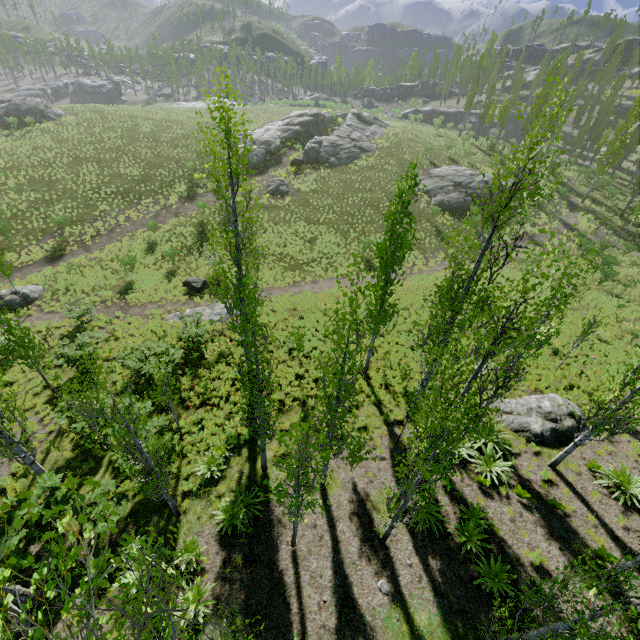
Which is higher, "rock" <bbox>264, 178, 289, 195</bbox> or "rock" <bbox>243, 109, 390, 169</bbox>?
"rock" <bbox>243, 109, 390, 169</bbox>

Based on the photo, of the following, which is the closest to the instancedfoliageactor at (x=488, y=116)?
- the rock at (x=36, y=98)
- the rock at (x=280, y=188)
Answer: the rock at (x=36, y=98)

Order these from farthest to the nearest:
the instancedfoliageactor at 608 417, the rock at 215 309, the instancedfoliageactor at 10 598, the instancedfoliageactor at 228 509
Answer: the rock at 215 309
the instancedfoliageactor at 228 509
the instancedfoliageactor at 608 417
the instancedfoliageactor at 10 598

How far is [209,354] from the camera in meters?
17.5 m

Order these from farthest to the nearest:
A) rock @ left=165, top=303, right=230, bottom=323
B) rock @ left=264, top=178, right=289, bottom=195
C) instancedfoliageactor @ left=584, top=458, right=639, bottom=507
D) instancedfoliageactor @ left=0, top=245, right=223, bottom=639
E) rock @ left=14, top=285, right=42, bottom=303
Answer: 1. rock @ left=264, top=178, right=289, bottom=195
2. rock @ left=14, top=285, right=42, bottom=303
3. rock @ left=165, top=303, right=230, bottom=323
4. instancedfoliageactor @ left=584, top=458, right=639, bottom=507
5. instancedfoliageactor @ left=0, top=245, right=223, bottom=639

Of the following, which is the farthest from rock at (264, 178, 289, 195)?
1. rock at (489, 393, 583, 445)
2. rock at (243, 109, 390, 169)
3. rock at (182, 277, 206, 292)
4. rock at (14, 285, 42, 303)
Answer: rock at (243, 109, 390, 169)

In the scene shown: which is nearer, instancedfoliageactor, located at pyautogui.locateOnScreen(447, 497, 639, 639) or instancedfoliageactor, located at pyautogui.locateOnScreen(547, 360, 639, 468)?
instancedfoliageactor, located at pyautogui.locateOnScreen(447, 497, 639, 639)

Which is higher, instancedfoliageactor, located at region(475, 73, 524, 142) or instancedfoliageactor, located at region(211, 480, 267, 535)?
instancedfoliageactor, located at region(475, 73, 524, 142)
